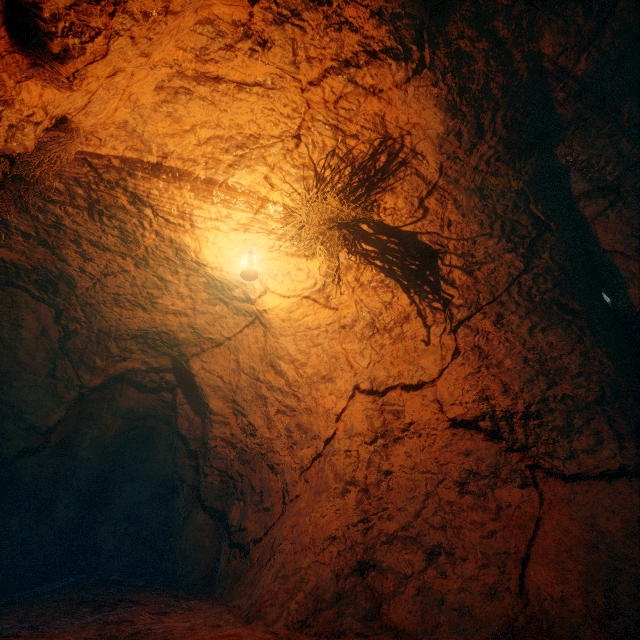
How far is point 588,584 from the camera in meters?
2.3 m
